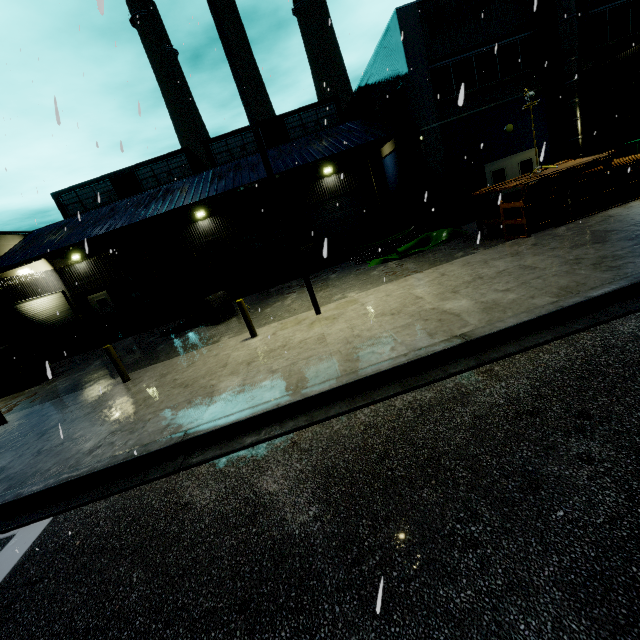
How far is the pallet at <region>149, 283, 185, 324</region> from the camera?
18.92m

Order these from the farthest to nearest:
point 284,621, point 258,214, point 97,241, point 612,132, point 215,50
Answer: point 258,214
point 97,241
point 612,132
point 215,50
point 284,621

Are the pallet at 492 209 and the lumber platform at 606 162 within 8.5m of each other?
yes

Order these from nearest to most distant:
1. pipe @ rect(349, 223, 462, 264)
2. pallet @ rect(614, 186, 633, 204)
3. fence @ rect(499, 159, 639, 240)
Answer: fence @ rect(499, 159, 639, 240) → pallet @ rect(614, 186, 633, 204) → pipe @ rect(349, 223, 462, 264)

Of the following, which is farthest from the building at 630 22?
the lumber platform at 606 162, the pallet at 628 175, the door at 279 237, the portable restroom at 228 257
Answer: the lumber platform at 606 162

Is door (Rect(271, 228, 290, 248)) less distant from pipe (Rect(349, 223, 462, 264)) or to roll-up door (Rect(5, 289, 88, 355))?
roll-up door (Rect(5, 289, 88, 355))

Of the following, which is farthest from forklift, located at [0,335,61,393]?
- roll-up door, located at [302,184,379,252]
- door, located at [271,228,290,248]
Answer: door, located at [271,228,290,248]

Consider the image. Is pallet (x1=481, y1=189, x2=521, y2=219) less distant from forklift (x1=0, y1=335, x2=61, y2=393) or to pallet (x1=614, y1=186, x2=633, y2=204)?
pallet (x1=614, y1=186, x2=633, y2=204)
